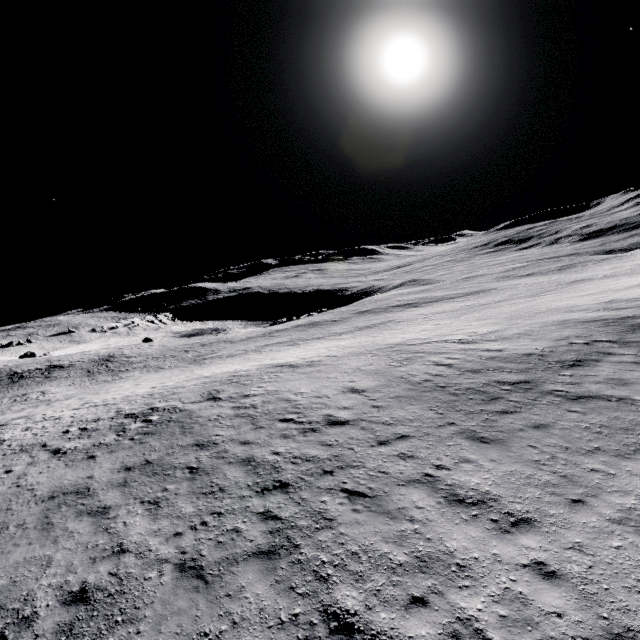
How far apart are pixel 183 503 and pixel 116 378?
42.9m
